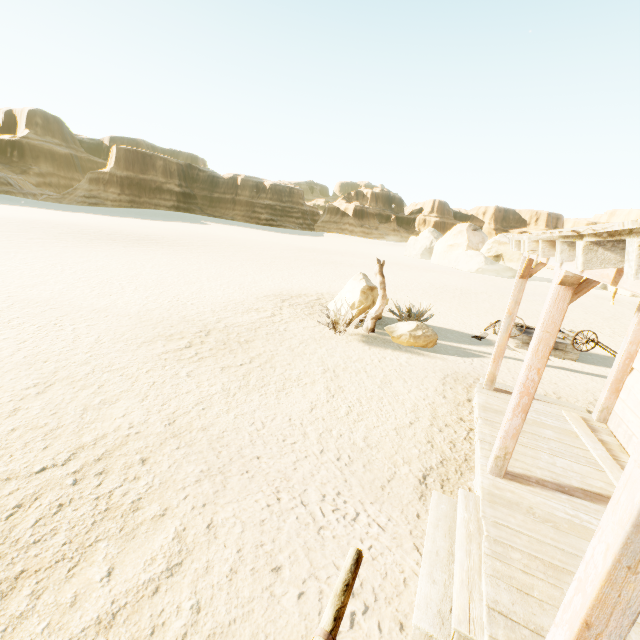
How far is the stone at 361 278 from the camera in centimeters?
1073cm

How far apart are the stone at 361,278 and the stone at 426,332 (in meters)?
1.09

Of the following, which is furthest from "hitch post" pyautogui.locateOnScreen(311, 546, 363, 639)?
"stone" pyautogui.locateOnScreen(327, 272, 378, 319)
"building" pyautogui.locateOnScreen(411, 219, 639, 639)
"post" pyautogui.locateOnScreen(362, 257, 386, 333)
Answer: "stone" pyautogui.locateOnScreen(327, 272, 378, 319)

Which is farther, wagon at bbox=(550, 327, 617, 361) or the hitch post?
wagon at bbox=(550, 327, 617, 361)

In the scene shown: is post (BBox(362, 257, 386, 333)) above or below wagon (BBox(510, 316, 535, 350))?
below

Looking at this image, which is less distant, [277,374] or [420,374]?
[277,374]

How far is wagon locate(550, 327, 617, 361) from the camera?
9.66m
